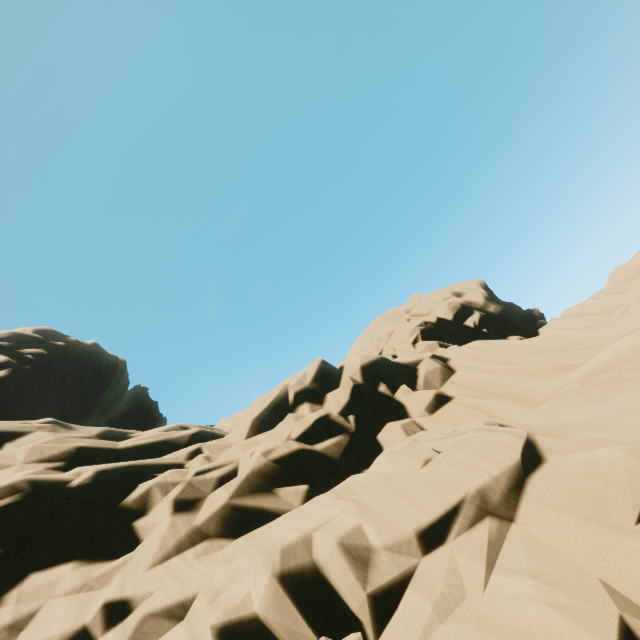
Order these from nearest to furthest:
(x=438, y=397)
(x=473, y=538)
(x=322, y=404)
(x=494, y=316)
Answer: (x=473, y=538)
(x=438, y=397)
(x=322, y=404)
(x=494, y=316)
